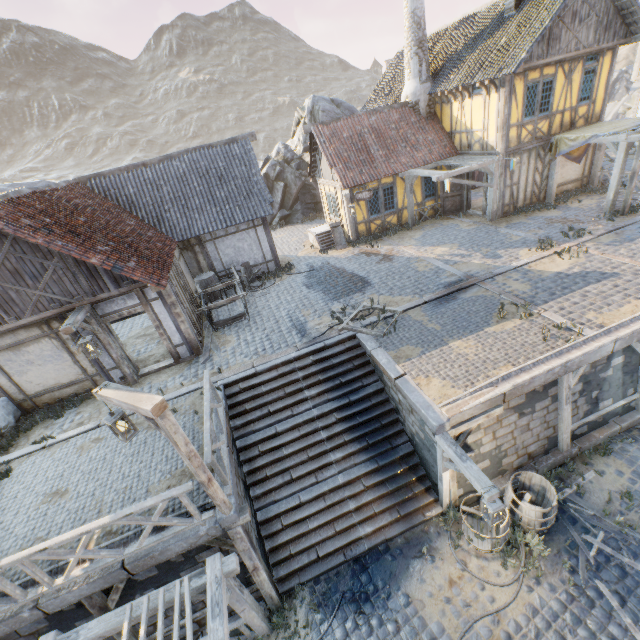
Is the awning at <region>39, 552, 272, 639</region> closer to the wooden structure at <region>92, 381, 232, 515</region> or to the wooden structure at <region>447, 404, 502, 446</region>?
the wooden structure at <region>92, 381, 232, 515</region>

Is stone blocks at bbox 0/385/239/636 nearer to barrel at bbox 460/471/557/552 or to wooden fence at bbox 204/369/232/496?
wooden fence at bbox 204/369/232/496

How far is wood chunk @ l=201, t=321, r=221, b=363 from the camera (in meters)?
10.76

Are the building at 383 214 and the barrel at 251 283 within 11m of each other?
yes

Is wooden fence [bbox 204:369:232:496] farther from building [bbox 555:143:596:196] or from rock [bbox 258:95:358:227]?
building [bbox 555:143:596:196]

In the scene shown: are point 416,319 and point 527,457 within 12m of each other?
yes

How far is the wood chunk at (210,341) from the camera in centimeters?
1076cm

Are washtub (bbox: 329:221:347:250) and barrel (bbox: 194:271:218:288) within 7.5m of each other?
yes
